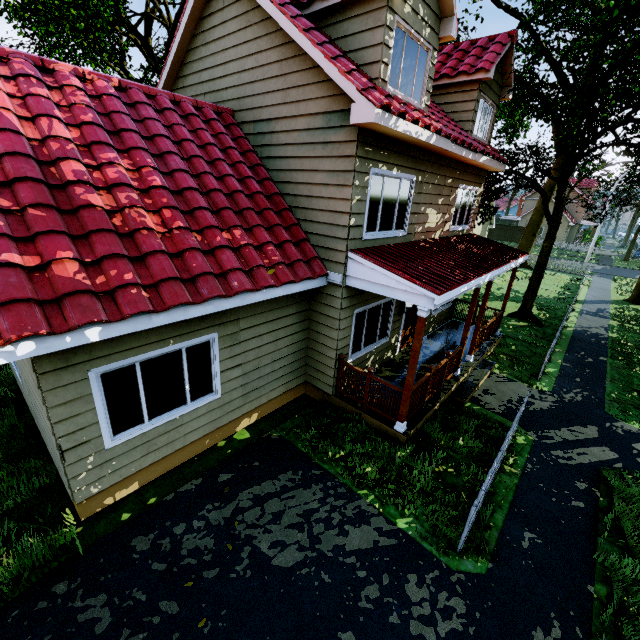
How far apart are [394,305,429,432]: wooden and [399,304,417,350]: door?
3.5 meters

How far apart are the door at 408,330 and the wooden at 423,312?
3.5 meters

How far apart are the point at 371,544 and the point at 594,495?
4.7 meters

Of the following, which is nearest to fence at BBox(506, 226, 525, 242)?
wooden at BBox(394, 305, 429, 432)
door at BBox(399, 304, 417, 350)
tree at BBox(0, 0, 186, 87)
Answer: tree at BBox(0, 0, 186, 87)

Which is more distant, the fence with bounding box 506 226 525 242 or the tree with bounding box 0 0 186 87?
the fence with bounding box 506 226 525 242

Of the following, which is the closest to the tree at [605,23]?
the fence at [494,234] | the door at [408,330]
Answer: the fence at [494,234]

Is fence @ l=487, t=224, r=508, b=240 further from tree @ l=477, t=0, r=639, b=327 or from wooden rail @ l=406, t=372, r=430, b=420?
wooden rail @ l=406, t=372, r=430, b=420

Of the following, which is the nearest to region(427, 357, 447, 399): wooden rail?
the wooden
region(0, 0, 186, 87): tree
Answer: the wooden
